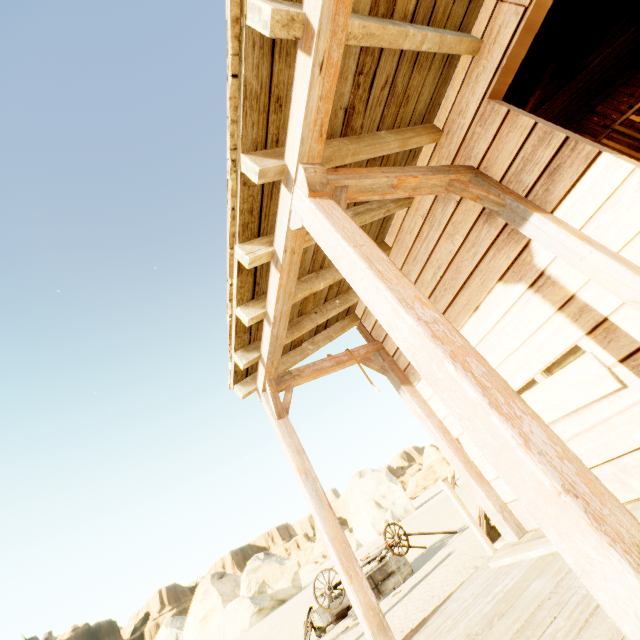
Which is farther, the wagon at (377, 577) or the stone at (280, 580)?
the stone at (280, 580)

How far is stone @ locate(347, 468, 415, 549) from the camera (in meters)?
35.88

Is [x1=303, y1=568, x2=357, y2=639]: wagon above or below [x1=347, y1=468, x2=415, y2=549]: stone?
below

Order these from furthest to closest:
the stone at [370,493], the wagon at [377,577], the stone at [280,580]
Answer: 1. the stone at [370,493]
2. the stone at [280,580]
3. the wagon at [377,577]

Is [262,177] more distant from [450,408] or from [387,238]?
[387,238]

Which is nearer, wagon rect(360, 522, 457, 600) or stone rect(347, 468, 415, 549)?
wagon rect(360, 522, 457, 600)

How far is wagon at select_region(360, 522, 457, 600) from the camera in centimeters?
719cm
